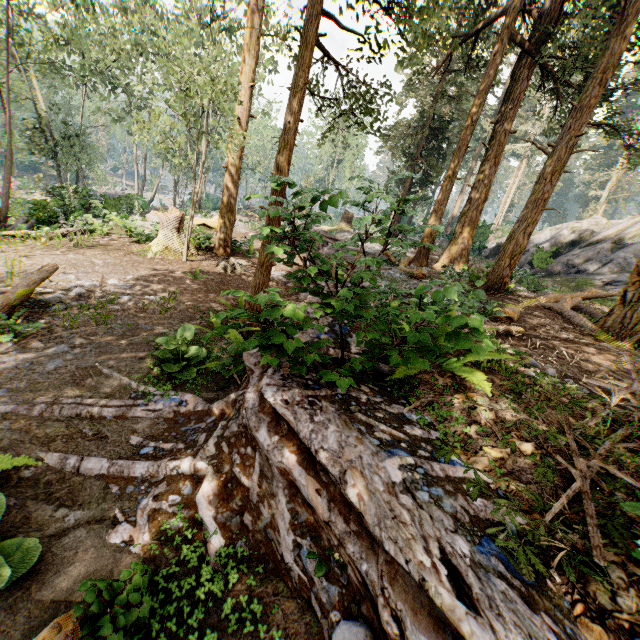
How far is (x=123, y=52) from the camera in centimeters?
3086cm

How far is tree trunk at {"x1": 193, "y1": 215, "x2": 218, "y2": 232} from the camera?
20.36m

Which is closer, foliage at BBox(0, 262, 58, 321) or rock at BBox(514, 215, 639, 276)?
foliage at BBox(0, 262, 58, 321)

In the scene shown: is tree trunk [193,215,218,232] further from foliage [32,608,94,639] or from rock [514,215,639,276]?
rock [514,215,639,276]

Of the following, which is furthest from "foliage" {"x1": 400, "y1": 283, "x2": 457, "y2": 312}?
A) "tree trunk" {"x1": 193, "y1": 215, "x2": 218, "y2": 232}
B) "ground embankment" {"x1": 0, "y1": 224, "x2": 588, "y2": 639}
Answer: "tree trunk" {"x1": 193, "y1": 215, "x2": 218, "y2": 232}

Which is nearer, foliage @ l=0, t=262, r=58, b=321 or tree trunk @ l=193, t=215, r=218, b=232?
foliage @ l=0, t=262, r=58, b=321

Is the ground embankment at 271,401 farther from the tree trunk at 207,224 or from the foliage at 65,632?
the tree trunk at 207,224

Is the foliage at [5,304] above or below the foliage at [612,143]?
below
